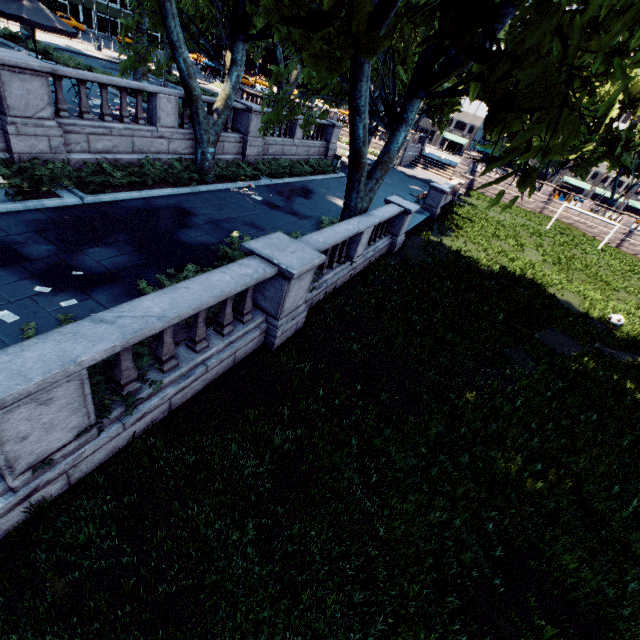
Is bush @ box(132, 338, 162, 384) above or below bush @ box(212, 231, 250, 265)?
below

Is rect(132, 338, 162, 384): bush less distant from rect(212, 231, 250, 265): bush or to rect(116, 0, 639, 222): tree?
rect(116, 0, 639, 222): tree

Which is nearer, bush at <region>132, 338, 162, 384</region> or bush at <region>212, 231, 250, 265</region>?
bush at <region>132, 338, 162, 384</region>

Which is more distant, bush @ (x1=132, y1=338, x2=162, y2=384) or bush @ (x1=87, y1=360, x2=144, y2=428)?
bush @ (x1=132, y1=338, x2=162, y2=384)

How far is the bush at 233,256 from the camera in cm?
866

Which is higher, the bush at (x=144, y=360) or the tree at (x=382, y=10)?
the tree at (x=382, y=10)

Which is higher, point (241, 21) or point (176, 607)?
point (241, 21)
